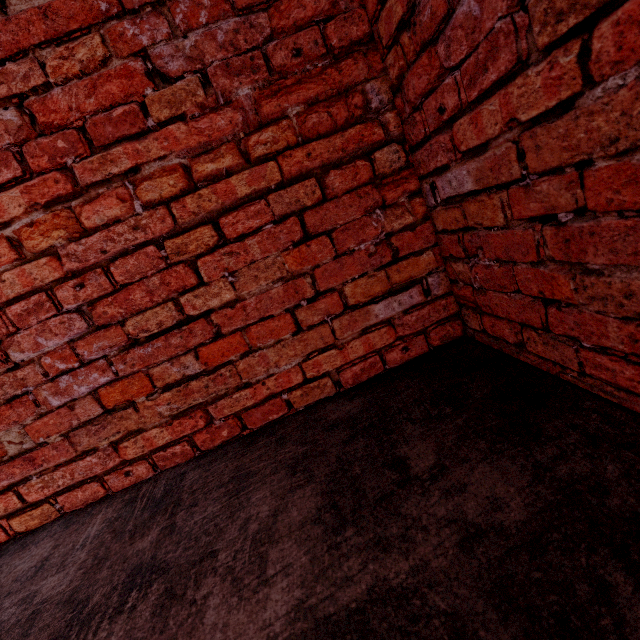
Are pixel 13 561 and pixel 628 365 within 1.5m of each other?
no
